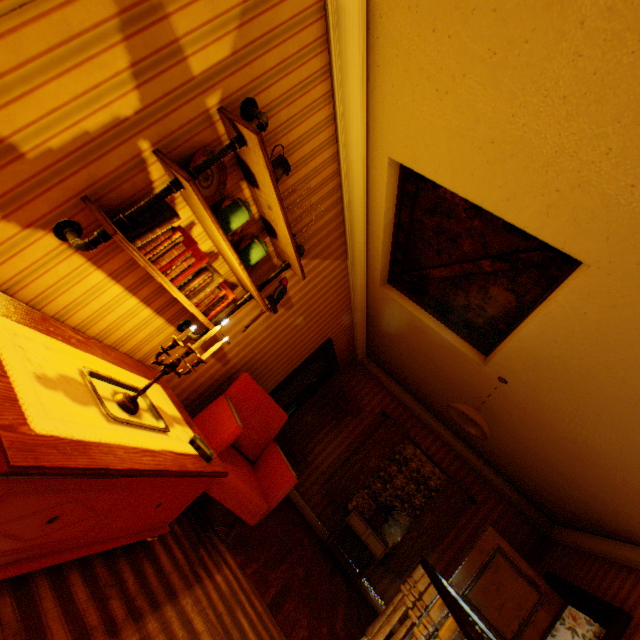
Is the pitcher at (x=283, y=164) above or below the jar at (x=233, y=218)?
above

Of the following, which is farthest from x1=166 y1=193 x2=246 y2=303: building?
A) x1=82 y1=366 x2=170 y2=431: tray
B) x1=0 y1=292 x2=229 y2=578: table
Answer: x1=82 y1=366 x2=170 y2=431: tray

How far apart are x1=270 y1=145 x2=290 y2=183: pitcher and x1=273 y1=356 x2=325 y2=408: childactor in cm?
467

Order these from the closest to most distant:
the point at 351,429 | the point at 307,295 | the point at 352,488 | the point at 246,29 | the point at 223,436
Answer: the point at 246,29 → the point at 223,436 → the point at 307,295 → the point at 352,488 → the point at 351,429

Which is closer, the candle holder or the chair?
the candle holder

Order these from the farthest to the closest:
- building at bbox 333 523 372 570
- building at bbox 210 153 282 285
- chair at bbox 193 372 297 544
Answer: building at bbox 333 523 372 570 < chair at bbox 193 372 297 544 < building at bbox 210 153 282 285

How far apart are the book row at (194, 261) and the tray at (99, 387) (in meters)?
0.67

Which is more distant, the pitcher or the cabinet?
the cabinet
